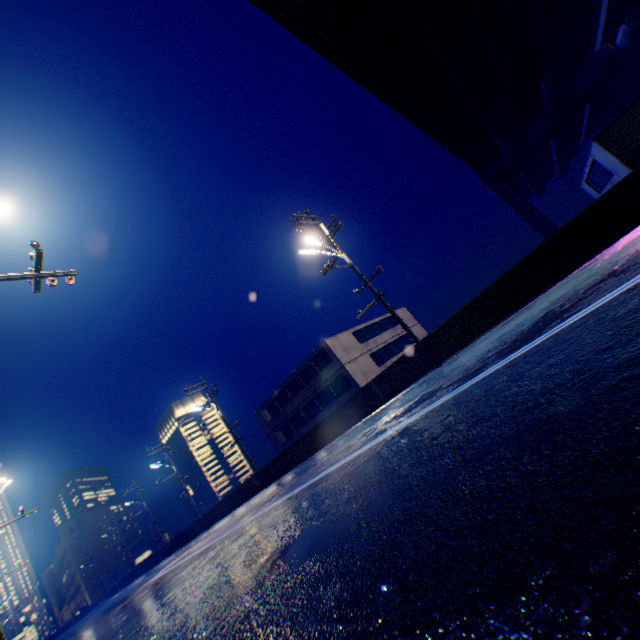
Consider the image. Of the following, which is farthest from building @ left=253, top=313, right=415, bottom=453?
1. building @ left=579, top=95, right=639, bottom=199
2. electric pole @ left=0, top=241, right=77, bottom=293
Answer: electric pole @ left=0, top=241, right=77, bottom=293

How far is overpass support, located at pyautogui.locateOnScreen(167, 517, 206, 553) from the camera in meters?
31.4

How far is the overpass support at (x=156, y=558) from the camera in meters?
A: 38.9

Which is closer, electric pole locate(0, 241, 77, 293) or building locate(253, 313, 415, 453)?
electric pole locate(0, 241, 77, 293)

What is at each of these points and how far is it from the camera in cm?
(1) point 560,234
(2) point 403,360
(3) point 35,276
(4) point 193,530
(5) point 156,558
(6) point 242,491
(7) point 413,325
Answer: (1) overpass support, 1062
(2) overpass support, 1493
(3) electric pole, 561
(4) overpass support, 3269
(5) overpass support, 4122
(6) overpass support, 2561
(7) building, 4362

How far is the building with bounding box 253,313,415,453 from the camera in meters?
30.8
